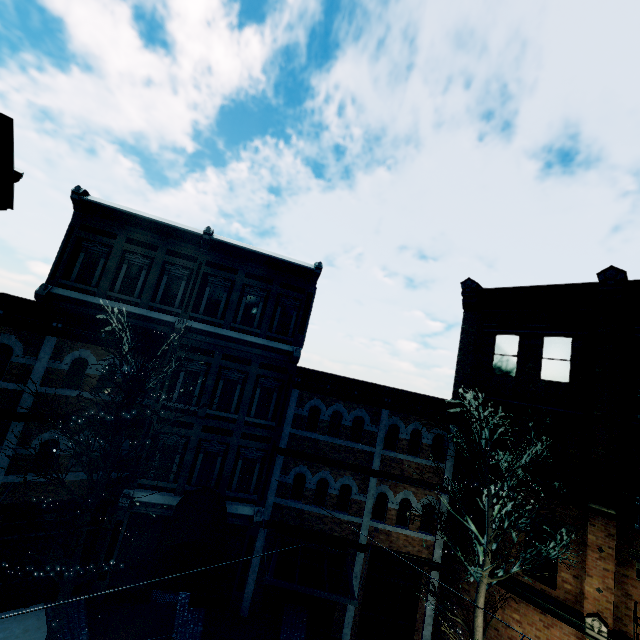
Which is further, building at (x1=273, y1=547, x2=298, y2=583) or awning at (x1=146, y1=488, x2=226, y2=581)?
building at (x1=273, y1=547, x2=298, y2=583)

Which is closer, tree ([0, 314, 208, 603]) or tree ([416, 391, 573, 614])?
tree ([0, 314, 208, 603])

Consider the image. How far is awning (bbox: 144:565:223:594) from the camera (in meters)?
8.52

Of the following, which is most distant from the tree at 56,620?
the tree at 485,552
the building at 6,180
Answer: the tree at 485,552

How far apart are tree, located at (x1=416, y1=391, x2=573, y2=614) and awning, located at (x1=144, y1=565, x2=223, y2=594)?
7.0 meters

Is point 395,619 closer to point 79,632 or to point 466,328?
point 79,632

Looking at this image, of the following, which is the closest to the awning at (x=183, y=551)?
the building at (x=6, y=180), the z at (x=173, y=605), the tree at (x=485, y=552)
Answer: the building at (x=6, y=180)

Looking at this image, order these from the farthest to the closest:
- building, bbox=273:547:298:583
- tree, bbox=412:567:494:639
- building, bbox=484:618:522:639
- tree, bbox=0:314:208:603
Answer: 1. building, bbox=273:547:298:583
2. building, bbox=484:618:522:639
3. tree, bbox=412:567:494:639
4. tree, bbox=0:314:208:603
